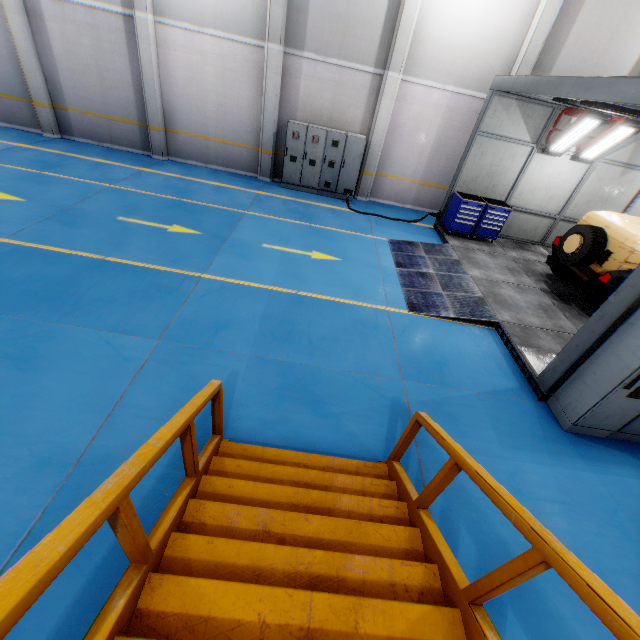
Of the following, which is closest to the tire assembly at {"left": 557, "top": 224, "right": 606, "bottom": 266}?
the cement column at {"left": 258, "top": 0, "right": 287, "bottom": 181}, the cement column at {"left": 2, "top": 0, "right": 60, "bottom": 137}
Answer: the cement column at {"left": 258, "top": 0, "right": 287, "bottom": 181}

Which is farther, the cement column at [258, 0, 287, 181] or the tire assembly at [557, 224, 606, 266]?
the cement column at [258, 0, 287, 181]

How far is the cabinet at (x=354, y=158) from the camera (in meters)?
11.15

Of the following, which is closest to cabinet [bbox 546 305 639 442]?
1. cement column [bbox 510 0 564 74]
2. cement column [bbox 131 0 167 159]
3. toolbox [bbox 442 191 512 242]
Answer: toolbox [bbox 442 191 512 242]

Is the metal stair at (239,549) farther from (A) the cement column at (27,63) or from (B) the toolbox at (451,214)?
(A) the cement column at (27,63)

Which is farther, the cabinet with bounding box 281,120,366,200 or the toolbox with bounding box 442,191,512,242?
the cabinet with bounding box 281,120,366,200

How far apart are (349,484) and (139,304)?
4.63m

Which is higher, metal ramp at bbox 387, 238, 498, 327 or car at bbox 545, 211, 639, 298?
car at bbox 545, 211, 639, 298
